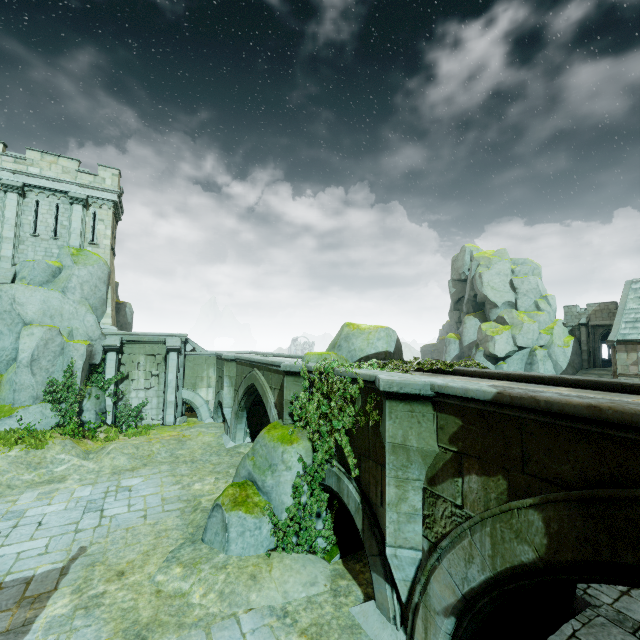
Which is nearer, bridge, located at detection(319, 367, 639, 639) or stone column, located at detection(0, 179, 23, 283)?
bridge, located at detection(319, 367, 639, 639)

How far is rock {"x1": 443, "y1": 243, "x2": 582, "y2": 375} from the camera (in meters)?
34.21

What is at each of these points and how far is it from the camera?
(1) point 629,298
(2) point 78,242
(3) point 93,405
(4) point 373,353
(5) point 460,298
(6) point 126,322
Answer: (1) building, 30.0 meters
(2) stone column, 20.1 meters
(3) rock, 18.6 meters
(4) rock, 13.6 meters
(5) rock, 48.8 meters
(6) rock, 24.6 meters

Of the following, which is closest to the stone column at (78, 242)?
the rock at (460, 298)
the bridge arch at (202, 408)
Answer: the bridge arch at (202, 408)

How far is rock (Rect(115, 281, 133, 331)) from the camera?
23.7 meters

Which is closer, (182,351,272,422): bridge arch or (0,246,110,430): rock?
(0,246,110,430): rock

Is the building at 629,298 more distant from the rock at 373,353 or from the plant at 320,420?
the plant at 320,420

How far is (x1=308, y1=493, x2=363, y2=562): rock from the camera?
8.5m
